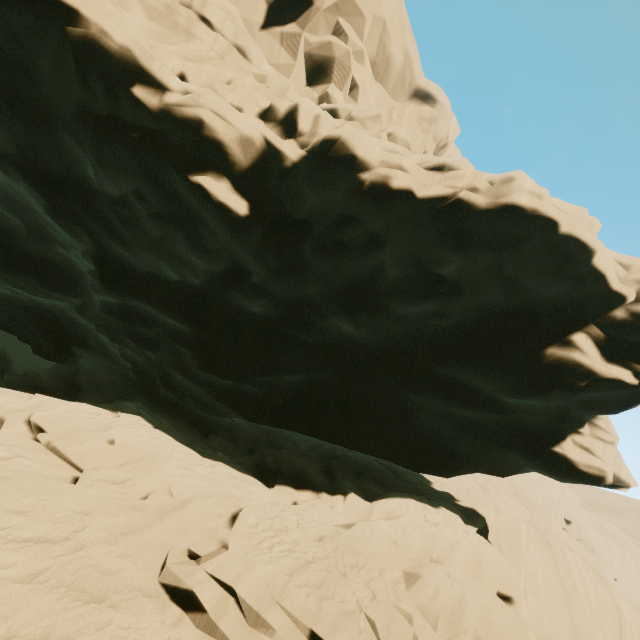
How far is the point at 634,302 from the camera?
7.96m
